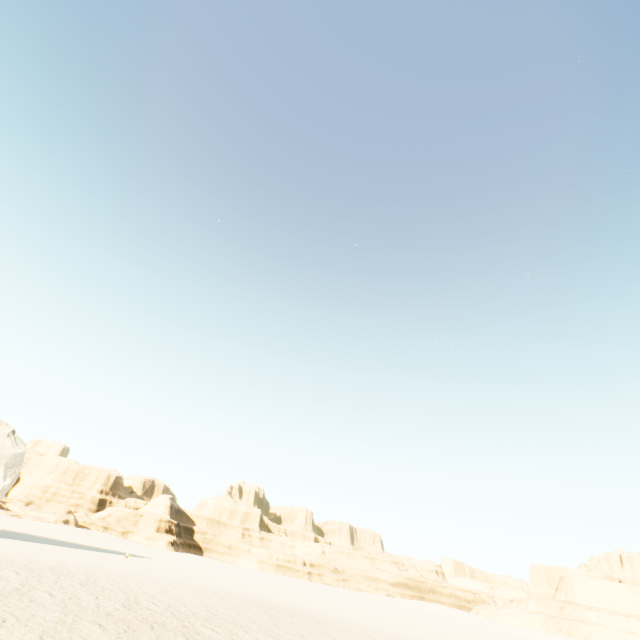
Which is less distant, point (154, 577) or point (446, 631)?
point (154, 577)
